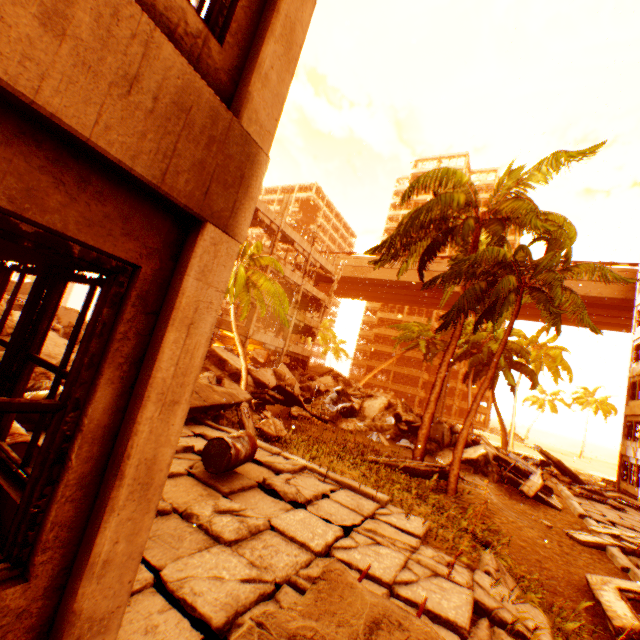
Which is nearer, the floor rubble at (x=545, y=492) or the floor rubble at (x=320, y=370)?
the floor rubble at (x=545, y=492)

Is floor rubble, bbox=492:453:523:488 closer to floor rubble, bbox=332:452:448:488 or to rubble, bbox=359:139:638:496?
rubble, bbox=359:139:638:496

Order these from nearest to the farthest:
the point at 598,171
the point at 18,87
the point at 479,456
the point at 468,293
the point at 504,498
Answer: the point at 18,87 → the point at 468,293 → the point at 504,498 → the point at 479,456 → the point at 598,171

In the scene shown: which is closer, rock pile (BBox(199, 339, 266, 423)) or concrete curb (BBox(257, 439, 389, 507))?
concrete curb (BBox(257, 439, 389, 507))

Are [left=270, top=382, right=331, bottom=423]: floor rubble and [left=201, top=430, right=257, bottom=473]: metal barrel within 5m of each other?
no

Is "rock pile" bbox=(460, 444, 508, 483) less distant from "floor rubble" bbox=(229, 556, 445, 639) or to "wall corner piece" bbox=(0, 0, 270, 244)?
"wall corner piece" bbox=(0, 0, 270, 244)

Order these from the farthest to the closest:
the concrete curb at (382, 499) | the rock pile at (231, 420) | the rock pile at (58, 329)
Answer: the rock pile at (231, 420), the rock pile at (58, 329), the concrete curb at (382, 499)

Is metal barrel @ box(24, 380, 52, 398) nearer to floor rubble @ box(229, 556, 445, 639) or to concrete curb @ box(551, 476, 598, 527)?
floor rubble @ box(229, 556, 445, 639)
